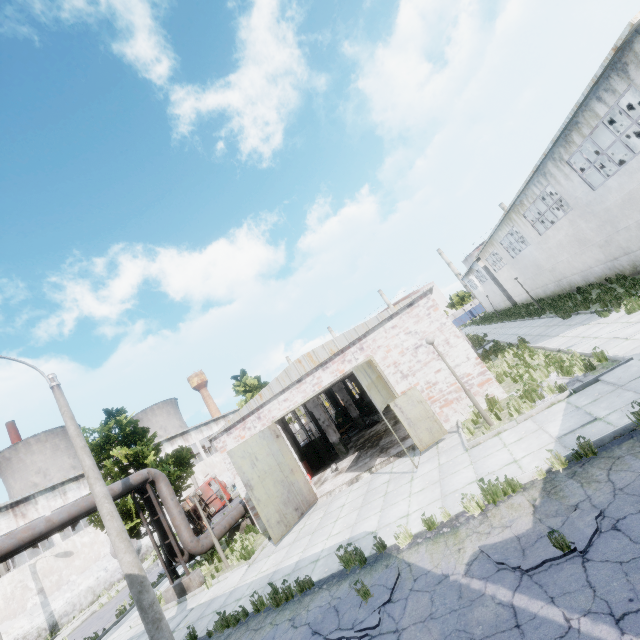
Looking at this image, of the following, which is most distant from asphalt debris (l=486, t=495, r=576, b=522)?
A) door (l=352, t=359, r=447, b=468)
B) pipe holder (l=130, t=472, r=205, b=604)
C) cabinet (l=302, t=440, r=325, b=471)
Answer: cabinet (l=302, t=440, r=325, b=471)

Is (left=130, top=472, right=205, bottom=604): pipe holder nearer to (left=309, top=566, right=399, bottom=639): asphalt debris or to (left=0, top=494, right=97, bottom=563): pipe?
(left=0, top=494, right=97, bottom=563): pipe

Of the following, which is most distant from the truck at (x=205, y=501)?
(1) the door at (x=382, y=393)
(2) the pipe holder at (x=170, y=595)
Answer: (1) the door at (x=382, y=393)

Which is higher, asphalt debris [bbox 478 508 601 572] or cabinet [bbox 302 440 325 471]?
cabinet [bbox 302 440 325 471]

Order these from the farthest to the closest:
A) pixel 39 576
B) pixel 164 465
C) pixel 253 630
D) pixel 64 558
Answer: pixel 64 558 → pixel 39 576 → pixel 164 465 → pixel 253 630

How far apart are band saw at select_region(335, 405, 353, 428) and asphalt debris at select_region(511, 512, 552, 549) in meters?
22.2

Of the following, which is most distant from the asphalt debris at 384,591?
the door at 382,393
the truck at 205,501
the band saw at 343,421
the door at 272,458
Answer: the truck at 205,501
